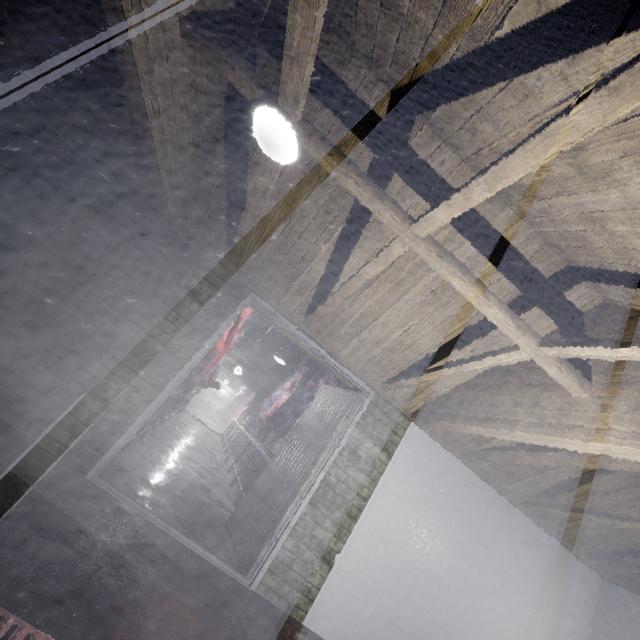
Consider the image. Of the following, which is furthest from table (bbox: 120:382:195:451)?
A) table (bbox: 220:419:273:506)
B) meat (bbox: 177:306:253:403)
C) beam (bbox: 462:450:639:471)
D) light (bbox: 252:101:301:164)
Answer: beam (bbox: 462:450:639:471)

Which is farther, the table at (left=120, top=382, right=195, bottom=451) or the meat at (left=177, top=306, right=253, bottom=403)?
the meat at (left=177, top=306, right=253, bottom=403)

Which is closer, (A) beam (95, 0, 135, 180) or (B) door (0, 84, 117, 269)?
(A) beam (95, 0, 135, 180)

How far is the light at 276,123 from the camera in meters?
1.6 m

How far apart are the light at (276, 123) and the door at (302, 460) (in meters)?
1.46

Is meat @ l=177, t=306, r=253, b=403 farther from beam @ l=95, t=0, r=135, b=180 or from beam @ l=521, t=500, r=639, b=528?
beam @ l=521, t=500, r=639, b=528

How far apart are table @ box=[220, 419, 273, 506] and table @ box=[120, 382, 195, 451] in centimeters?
159cm

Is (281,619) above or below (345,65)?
below
